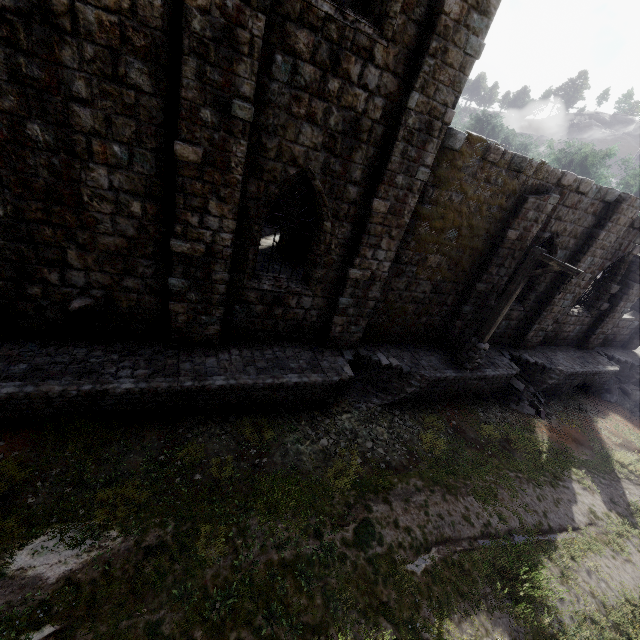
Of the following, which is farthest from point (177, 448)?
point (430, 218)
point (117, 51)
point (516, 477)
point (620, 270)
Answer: point (620, 270)

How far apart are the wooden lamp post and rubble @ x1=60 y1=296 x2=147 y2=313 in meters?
10.3 m

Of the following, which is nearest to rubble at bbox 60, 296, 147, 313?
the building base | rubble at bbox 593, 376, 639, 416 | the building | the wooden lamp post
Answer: the building

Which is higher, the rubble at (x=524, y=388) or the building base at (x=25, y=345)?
the building base at (x=25, y=345)

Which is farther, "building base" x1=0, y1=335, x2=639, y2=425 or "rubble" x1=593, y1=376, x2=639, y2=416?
"rubble" x1=593, y1=376, x2=639, y2=416

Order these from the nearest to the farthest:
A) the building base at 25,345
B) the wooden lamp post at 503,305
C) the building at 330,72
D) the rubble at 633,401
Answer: the building at 330,72 < the building base at 25,345 < the wooden lamp post at 503,305 < the rubble at 633,401

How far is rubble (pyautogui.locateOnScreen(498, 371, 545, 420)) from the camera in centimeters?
1328cm

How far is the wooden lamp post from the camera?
9.4 meters
